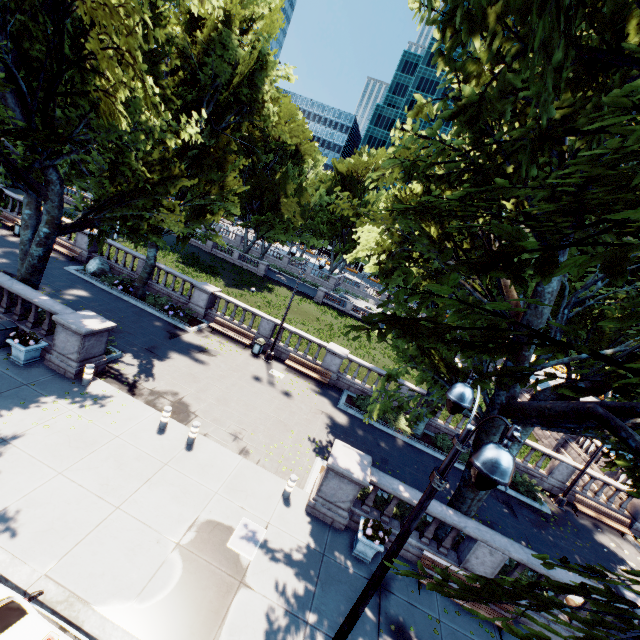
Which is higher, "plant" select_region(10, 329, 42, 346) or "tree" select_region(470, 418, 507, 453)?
"tree" select_region(470, 418, 507, 453)

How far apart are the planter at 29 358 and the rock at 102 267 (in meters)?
10.73

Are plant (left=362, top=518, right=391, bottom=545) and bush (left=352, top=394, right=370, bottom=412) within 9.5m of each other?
yes

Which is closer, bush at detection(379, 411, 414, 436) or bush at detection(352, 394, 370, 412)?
bush at detection(379, 411, 414, 436)

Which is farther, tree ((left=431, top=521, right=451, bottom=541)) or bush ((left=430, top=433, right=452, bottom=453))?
bush ((left=430, top=433, right=452, bottom=453))

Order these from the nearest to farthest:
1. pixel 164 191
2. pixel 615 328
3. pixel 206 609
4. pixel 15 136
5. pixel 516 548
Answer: pixel 206 609 < pixel 15 136 < pixel 516 548 < pixel 164 191 < pixel 615 328

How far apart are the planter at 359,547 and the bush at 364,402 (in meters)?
8.01

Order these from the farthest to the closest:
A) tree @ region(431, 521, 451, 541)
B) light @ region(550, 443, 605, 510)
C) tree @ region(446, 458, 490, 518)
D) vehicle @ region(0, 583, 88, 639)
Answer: light @ region(550, 443, 605, 510) → tree @ region(431, 521, 451, 541) → tree @ region(446, 458, 490, 518) → vehicle @ region(0, 583, 88, 639)
